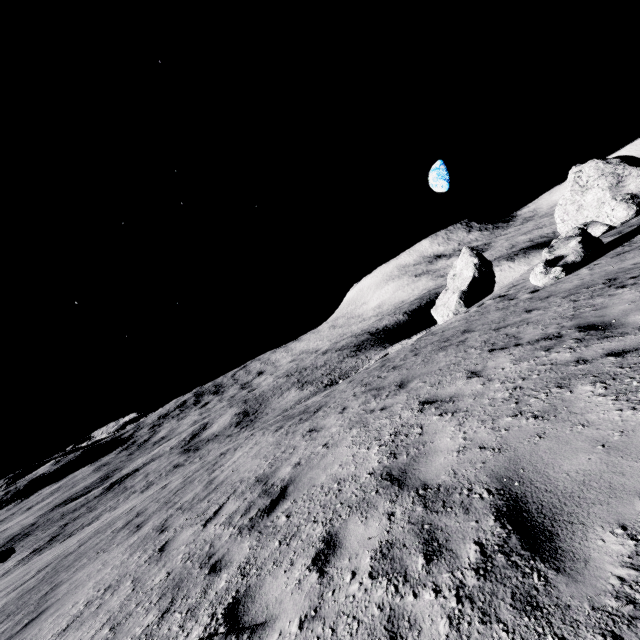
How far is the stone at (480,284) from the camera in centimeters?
2952cm

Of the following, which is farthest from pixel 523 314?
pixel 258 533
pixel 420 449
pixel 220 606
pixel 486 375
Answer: pixel 220 606

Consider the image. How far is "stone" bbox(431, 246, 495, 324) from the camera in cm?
2952
